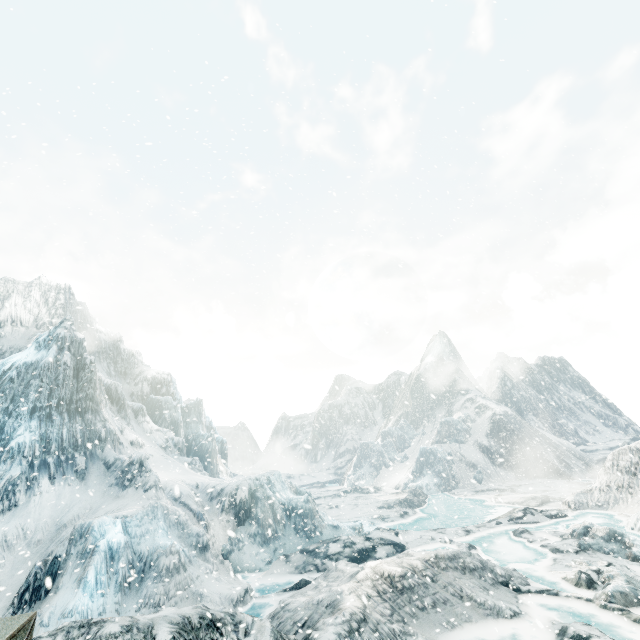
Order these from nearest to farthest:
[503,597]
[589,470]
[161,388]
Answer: [503,597]
[161,388]
[589,470]
